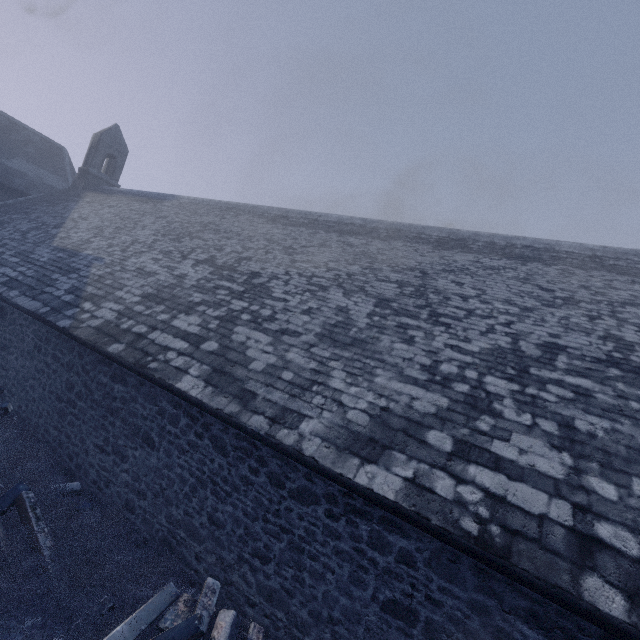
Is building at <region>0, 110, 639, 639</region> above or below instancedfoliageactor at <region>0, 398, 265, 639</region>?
above

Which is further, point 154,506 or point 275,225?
point 275,225

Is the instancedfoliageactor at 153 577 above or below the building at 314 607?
below
